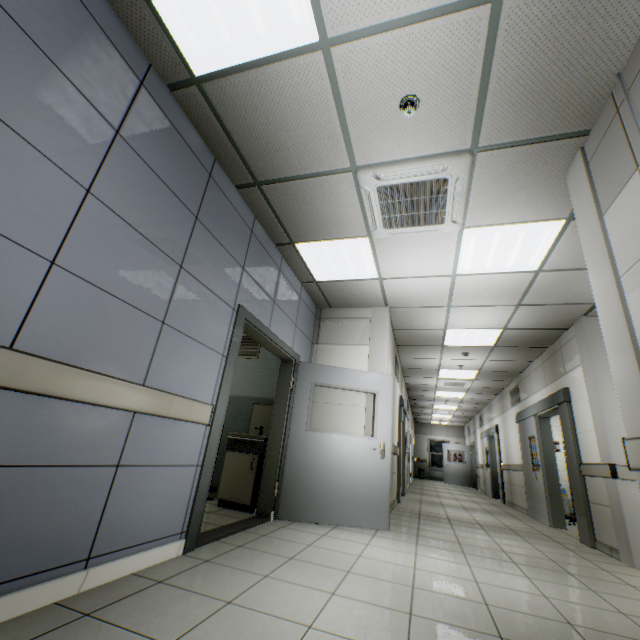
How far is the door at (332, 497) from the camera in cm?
303

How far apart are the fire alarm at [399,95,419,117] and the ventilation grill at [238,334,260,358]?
4.4m

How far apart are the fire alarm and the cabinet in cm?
424

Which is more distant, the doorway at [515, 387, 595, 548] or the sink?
the doorway at [515, 387, 595, 548]

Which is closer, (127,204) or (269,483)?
(127,204)

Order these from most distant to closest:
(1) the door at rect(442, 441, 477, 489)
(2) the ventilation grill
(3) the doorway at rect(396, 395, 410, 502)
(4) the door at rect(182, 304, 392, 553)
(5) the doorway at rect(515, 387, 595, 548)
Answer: (1) the door at rect(442, 441, 477, 489)
(3) the doorway at rect(396, 395, 410, 502)
(2) the ventilation grill
(5) the doorway at rect(515, 387, 595, 548)
(4) the door at rect(182, 304, 392, 553)

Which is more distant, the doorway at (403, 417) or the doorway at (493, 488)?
the doorway at (493, 488)

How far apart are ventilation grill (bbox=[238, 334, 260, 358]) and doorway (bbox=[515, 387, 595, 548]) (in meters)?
5.34
